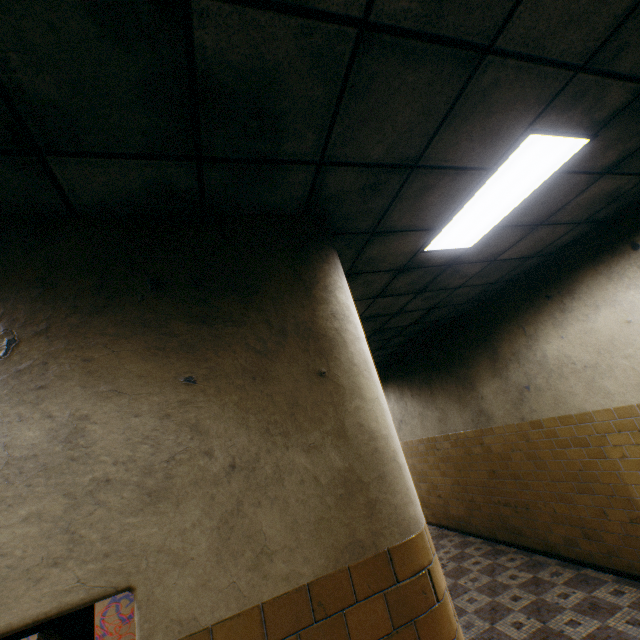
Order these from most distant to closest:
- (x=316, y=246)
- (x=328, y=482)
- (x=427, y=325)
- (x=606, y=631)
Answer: (x=427, y=325)
(x=606, y=631)
(x=316, y=246)
(x=328, y=482)

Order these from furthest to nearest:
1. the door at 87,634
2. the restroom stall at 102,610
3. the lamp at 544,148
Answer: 1. the restroom stall at 102,610
2. the lamp at 544,148
3. the door at 87,634

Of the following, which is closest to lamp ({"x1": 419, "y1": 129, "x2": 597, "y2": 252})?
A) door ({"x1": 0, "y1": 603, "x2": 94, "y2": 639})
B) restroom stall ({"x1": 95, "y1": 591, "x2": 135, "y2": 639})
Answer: door ({"x1": 0, "y1": 603, "x2": 94, "y2": 639})

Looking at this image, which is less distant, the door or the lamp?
the door

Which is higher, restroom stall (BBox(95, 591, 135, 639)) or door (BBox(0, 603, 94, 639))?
door (BBox(0, 603, 94, 639))

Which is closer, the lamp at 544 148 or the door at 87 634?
the door at 87 634

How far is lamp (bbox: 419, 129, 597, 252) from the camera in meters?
2.2
